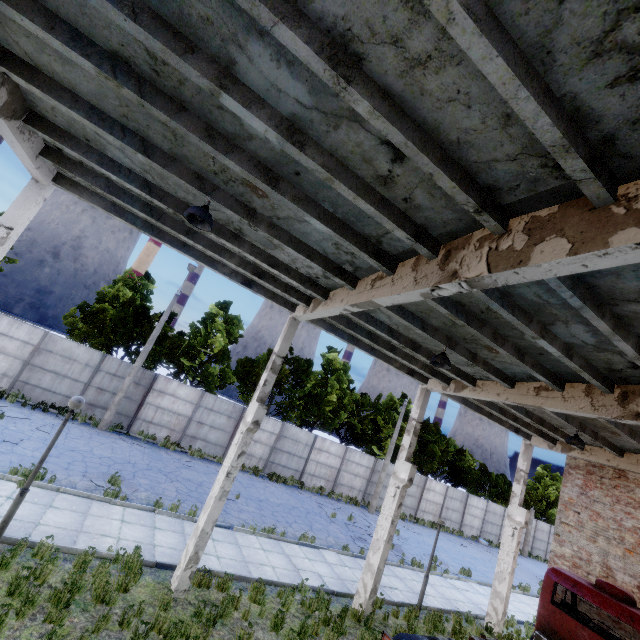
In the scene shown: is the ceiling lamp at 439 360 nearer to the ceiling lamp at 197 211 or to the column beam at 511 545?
the ceiling lamp at 197 211

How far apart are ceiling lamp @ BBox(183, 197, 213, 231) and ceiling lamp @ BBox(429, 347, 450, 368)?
5.93m

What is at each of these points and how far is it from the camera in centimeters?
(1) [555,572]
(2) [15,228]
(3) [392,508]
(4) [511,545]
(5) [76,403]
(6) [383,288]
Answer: (1) truck, 977cm
(2) column beam, 709cm
(3) column beam, 1092cm
(4) column beam, 1359cm
(5) lamp post, 751cm
(6) column beam, 607cm

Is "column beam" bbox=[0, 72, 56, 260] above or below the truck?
above

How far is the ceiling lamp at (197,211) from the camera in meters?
5.5 m

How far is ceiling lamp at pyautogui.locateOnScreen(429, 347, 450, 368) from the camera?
7.96m

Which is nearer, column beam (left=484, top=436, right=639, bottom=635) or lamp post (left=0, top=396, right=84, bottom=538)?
lamp post (left=0, top=396, right=84, bottom=538)

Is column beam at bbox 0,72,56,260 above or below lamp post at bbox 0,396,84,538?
above
